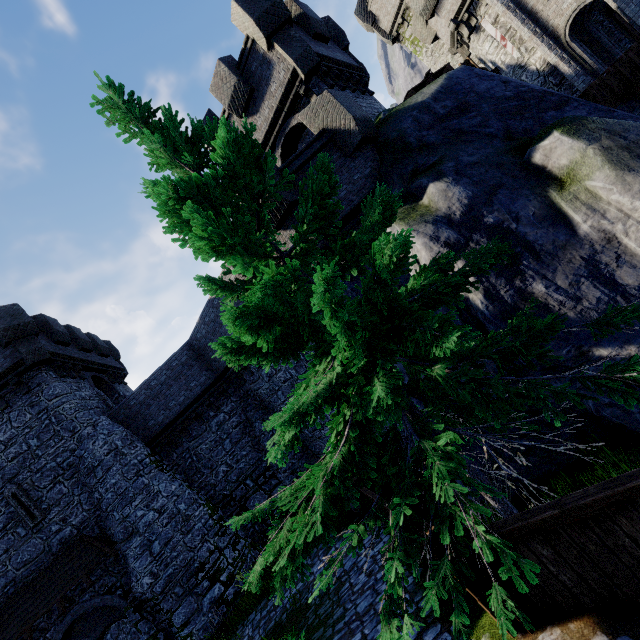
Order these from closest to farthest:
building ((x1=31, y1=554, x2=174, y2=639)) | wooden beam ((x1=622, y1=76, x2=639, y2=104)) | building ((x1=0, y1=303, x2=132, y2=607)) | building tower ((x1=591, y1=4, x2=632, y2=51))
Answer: wooden beam ((x1=622, y1=76, x2=639, y2=104))
building ((x1=31, y1=554, x2=174, y2=639))
building ((x1=0, y1=303, x2=132, y2=607))
building tower ((x1=591, y1=4, x2=632, y2=51))

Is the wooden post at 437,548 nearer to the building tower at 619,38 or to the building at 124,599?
the building at 124,599

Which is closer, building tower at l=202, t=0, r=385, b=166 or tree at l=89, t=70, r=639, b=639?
tree at l=89, t=70, r=639, b=639

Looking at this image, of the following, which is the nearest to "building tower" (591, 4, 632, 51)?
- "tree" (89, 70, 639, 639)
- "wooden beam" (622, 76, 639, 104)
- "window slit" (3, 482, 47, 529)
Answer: "wooden beam" (622, 76, 639, 104)

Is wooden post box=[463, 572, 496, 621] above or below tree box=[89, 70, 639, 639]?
below

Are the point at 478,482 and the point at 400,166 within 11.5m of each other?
yes

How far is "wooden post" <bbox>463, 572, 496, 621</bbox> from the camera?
3.81m

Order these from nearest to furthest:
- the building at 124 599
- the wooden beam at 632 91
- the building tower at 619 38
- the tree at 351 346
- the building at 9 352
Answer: the tree at 351 346 → the wooden beam at 632 91 → the building at 124 599 → the building at 9 352 → the building tower at 619 38
